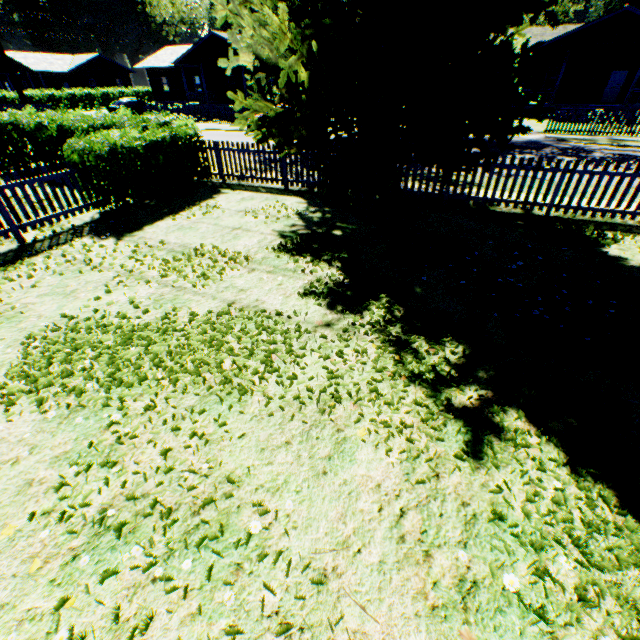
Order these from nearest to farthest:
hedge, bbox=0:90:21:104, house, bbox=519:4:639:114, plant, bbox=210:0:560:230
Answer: plant, bbox=210:0:560:230, house, bbox=519:4:639:114, hedge, bbox=0:90:21:104

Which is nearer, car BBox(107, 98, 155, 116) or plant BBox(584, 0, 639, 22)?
car BBox(107, 98, 155, 116)

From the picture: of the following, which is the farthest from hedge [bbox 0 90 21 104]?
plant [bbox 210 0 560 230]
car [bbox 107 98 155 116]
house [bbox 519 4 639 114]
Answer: house [bbox 519 4 639 114]

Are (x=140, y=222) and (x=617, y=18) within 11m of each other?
no

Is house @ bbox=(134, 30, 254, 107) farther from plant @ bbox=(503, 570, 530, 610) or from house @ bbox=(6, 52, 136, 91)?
plant @ bbox=(503, 570, 530, 610)

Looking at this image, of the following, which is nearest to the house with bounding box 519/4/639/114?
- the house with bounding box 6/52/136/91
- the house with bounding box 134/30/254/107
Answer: the house with bounding box 134/30/254/107

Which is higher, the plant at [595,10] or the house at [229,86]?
the plant at [595,10]

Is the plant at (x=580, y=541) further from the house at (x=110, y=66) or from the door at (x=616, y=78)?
the house at (x=110, y=66)
